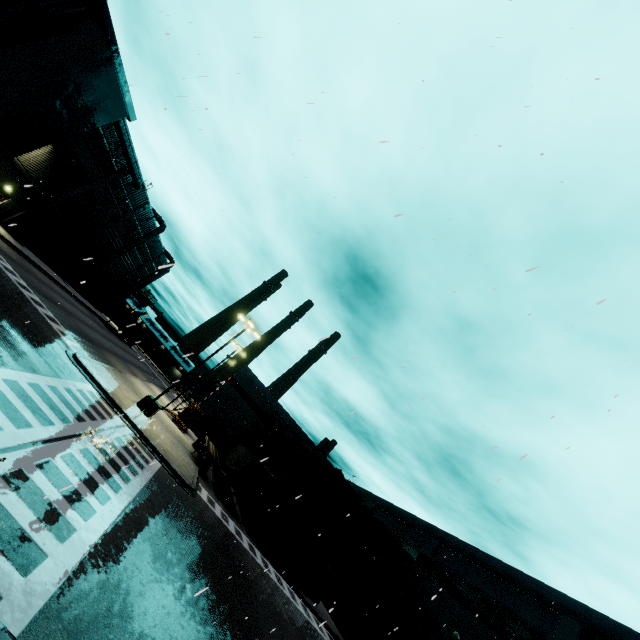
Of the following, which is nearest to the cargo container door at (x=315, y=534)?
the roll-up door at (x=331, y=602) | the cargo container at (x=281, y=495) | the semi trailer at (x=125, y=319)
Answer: the cargo container at (x=281, y=495)

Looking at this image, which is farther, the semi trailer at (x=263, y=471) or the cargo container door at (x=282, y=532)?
the semi trailer at (x=263, y=471)

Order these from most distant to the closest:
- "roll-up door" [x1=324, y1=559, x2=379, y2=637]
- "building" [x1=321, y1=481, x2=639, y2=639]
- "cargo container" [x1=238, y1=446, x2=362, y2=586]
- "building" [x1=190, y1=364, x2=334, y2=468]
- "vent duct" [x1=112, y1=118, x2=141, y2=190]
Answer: "building" [x1=190, y1=364, x2=334, y2=468] → "vent duct" [x1=112, y1=118, x2=141, y2=190] → "roll-up door" [x1=324, y1=559, x2=379, y2=637] → "cargo container" [x1=238, y1=446, x2=362, y2=586] → "building" [x1=321, y1=481, x2=639, y2=639]

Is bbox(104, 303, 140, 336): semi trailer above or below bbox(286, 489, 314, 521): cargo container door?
below

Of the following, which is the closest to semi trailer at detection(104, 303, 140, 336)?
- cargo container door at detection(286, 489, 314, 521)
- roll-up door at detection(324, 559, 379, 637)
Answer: roll-up door at detection(324, 559, 379, 637)

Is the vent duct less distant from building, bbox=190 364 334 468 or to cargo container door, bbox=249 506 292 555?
building, bbox=190 364 334 468

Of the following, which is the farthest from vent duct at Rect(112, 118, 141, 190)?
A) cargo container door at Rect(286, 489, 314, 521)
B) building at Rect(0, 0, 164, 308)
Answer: cargo container door at Rect(286, 489, 314, 521)

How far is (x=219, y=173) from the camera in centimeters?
1397cm
